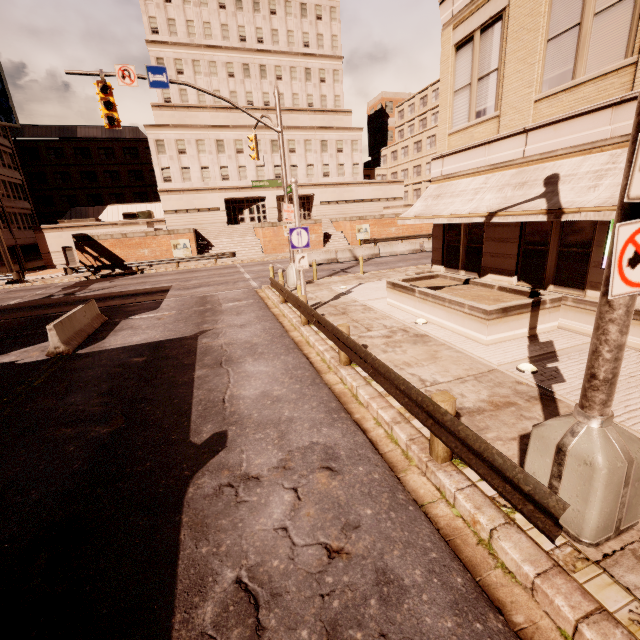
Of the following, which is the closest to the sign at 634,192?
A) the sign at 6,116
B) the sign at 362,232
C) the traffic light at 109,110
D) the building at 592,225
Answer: the building at 592,225

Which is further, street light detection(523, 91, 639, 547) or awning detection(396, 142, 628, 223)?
awning detection(396, 142, 628, 223)

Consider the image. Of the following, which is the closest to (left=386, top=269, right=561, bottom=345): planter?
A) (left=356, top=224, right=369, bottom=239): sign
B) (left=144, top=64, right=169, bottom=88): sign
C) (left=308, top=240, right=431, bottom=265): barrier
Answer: (left=144, top=64, right=169, bottom=88): sign

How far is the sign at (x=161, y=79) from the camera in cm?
1303

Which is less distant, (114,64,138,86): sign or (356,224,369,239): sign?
(114,64,138,86): sign

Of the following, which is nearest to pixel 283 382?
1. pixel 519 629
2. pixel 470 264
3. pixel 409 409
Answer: pixel 409 409

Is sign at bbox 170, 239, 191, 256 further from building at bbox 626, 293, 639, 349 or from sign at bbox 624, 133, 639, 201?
sign at bbox 624, 133, 639, 201

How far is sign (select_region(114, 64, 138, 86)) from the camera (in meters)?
12.72
